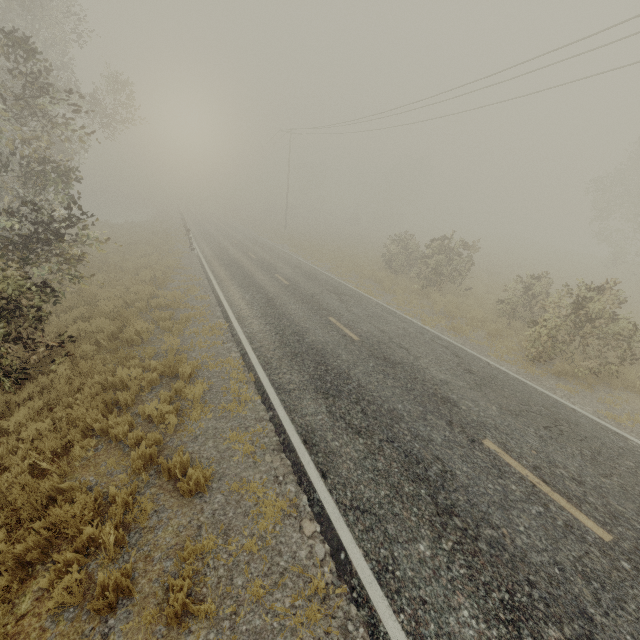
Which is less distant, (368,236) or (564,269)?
(564,269)
